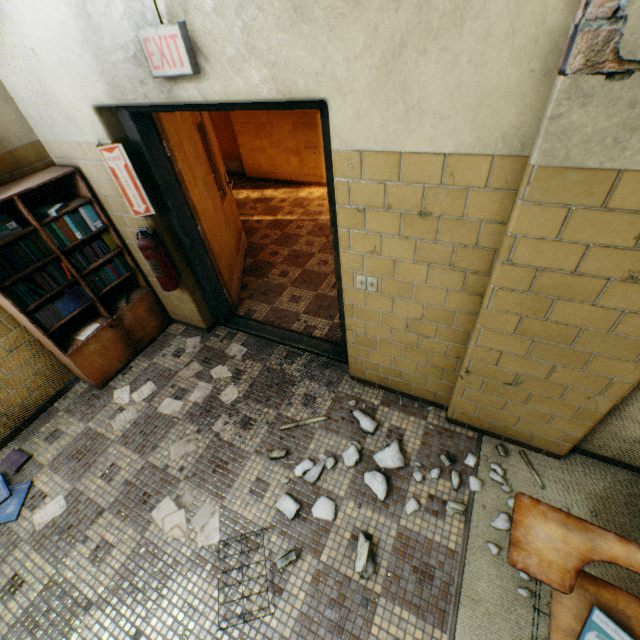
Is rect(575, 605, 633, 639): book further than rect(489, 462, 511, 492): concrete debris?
No

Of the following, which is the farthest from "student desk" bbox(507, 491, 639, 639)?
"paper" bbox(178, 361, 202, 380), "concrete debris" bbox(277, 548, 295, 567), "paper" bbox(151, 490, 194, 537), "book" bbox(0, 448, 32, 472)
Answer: "book" bbox(0, 448, 32, 472)

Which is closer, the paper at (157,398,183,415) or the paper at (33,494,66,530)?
the paper at (33,494,66,530)

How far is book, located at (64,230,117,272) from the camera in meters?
2.8 m

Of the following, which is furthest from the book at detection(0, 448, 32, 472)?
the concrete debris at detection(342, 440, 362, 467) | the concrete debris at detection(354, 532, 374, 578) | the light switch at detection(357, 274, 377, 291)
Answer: the light switch at detection(357, 274, 377, 291)

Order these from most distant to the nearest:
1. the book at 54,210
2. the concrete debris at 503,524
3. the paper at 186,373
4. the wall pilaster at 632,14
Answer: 1. the paper at 186,373
2. the book at 54,210
3. the concrete debris at 503,524
4. the wall pilaster at 632,14

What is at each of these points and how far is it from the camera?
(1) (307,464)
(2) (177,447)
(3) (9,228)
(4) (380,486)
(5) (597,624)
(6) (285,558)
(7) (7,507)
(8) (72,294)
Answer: (1) concrete debris, 2.46m
(2) paper, 2.70m
(3) book, 2.37m
(4) concrete debris, 2.27m
(5) book, 1.40m
(6) concrete debris, 2.02m
(7) book, 2.48m
(8) book, 2.82m

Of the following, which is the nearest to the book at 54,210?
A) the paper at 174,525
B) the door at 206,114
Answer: the door at 206,114
